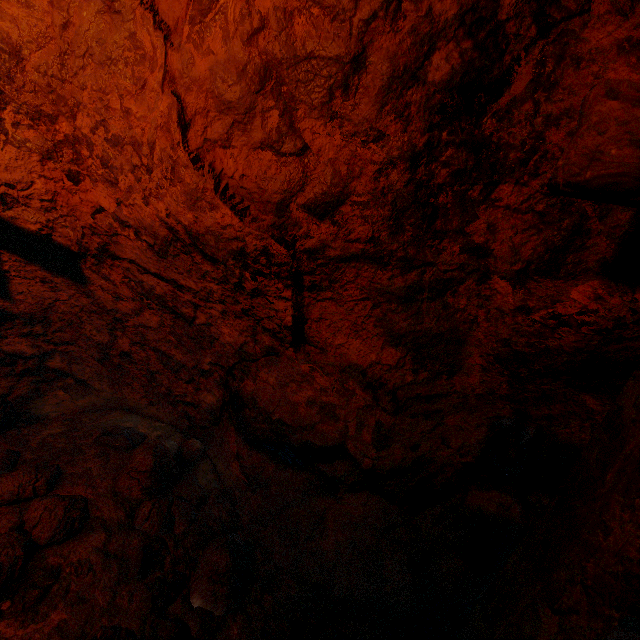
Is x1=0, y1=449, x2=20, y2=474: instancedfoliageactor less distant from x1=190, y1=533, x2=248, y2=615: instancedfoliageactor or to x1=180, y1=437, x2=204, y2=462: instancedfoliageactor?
x1=180, y1=437, x2=204, y2=462: instancedfoliageactor

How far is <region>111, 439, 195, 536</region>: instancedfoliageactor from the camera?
1.8 meters

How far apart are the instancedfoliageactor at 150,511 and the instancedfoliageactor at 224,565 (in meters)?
0.17

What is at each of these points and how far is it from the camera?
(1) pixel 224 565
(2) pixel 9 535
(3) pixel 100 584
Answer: (1) instancedfoliageactor, 1.7m
(2) instancedfoliageactor, 1.6m
(3) burlap sack, 1.6m

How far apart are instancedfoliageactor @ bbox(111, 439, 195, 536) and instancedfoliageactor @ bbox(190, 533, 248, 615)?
0.2 meters

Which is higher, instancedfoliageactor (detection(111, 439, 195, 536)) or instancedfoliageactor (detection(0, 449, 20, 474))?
instancedfoliageactor (detection(0, 449, 20, 474))

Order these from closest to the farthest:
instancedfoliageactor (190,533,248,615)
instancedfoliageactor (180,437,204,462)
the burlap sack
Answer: the burlap sack
instancedfoliageactor (190,533,248,615)
instancedfoliageactor (180,437,204,462)

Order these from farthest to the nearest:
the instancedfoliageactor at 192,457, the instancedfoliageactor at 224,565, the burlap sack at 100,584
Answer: the instancedfoliageactor at 192,457 < the instancedfoliageactor at 224,565 < the burlap sack at 100,584
